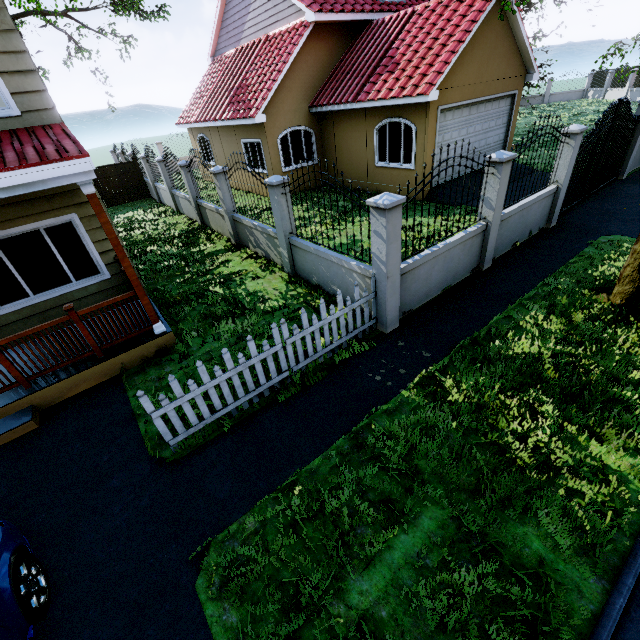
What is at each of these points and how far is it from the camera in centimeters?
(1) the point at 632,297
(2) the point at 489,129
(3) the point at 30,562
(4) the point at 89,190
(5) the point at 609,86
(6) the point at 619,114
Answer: (1) tree, 564cm
(2) garage door, 1303cm
(3) car, 327cm
(4) wooden, 473cm
(5) fence, 3033cm
(6) gate, 954cm

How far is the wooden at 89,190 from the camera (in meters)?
4.74

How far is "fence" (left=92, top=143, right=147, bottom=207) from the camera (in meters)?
17.42

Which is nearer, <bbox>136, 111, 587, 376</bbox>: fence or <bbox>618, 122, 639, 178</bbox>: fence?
<bbox>136, 111, 587, 376</bbox>: fence

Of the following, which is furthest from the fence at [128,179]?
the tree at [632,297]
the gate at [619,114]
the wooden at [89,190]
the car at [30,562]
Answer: the wooden at [89,190]

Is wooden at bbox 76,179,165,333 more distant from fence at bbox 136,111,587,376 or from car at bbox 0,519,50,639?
car at bbox 0,519,50,639

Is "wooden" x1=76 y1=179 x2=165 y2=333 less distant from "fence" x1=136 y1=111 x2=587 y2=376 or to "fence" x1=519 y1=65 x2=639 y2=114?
"fence" x1=136 y1=111 x2=587 y2=376

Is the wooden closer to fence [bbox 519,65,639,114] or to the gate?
the gate
